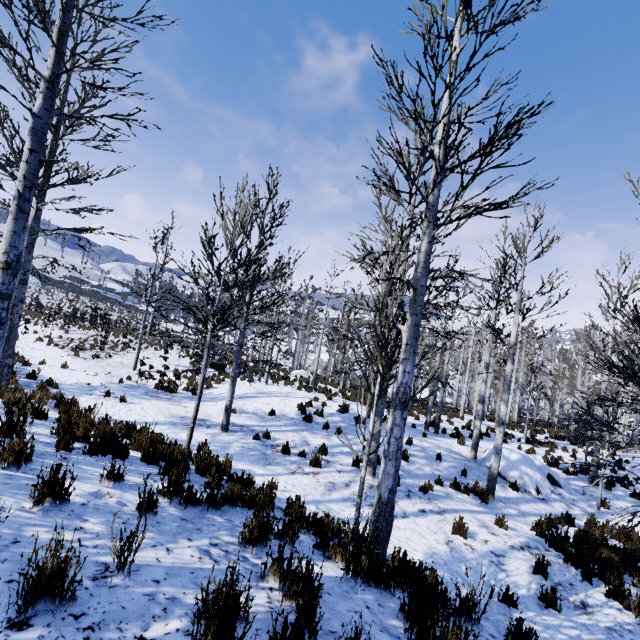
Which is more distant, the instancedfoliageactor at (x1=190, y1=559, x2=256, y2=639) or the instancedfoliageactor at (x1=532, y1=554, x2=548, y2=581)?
the instancedfoliageactor at (x1=532, y1=554, x2=548, y2=581)

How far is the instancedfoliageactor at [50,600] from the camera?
1.8m

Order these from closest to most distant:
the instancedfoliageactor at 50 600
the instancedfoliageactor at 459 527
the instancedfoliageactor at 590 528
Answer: → the instancedfoliageactor at 50 600, the instancedfoliageactor at 590 528, the instancedfoliageactor at 459 527

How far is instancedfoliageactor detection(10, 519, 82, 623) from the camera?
1.82m

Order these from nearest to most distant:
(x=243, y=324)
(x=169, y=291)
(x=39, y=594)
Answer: (x=39, y=594) < (x=169, y=291) < (x=243, y=324)

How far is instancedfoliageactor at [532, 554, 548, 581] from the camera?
5.6m

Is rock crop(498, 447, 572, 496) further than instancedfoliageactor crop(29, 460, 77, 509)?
Yes
